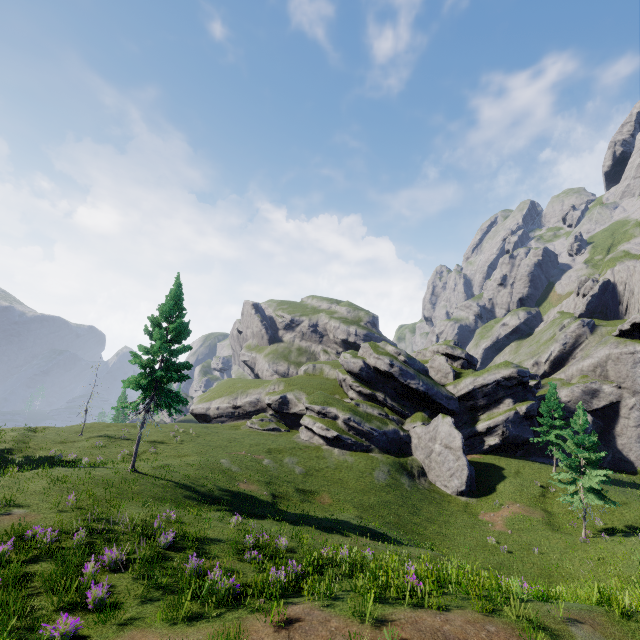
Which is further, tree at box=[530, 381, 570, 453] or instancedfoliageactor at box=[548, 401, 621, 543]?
tree at box=[530, 381, 570, 453]

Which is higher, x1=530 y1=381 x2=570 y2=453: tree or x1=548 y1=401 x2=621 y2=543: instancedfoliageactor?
x1=530 y1=381 x2=570 y2=453: tree

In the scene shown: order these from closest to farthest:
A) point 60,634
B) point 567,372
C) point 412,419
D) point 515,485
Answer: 1. point 60,634
2. point 515,485
3. point 412,419
4. point 567,372

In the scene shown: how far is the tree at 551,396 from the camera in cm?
3809

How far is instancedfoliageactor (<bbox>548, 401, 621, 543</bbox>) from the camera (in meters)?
26.06

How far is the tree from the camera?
38.09m

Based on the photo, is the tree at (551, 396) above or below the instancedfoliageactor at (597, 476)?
above
